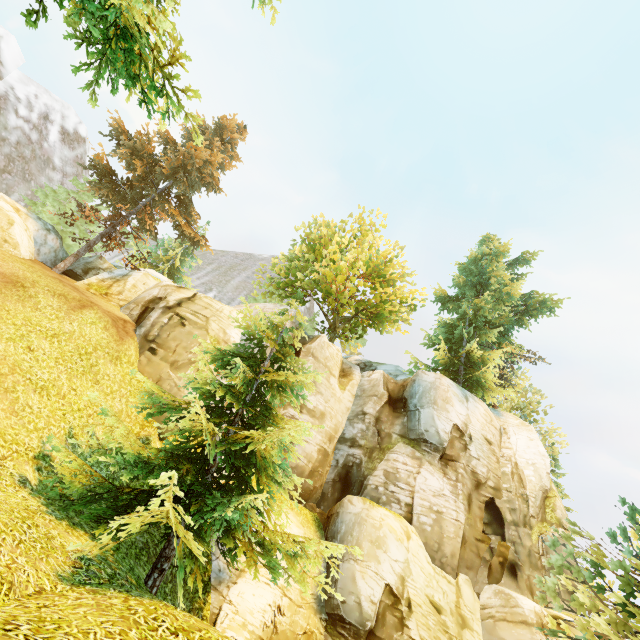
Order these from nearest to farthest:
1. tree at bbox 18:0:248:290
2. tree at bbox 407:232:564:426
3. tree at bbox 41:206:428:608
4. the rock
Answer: tree at bbox 18:0:248:290
tree at bbox 41:206:428:608
the rock
tree at bbox 407:232:564:426

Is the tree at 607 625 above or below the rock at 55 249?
below

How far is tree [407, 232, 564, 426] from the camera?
22.0 meters

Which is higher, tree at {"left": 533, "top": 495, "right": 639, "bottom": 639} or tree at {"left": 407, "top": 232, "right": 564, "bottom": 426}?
tree at {"left": 407, "top": 232, "right": 564, "bottom": 426}

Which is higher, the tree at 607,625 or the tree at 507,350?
the tree at 507,350

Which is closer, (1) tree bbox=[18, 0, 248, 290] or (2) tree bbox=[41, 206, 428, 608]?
(1) tree bbox=[18, 0, 248, 290]

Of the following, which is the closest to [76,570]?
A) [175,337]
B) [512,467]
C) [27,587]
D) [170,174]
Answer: [27,587]

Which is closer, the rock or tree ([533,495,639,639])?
tree ([533,495,639,639])
